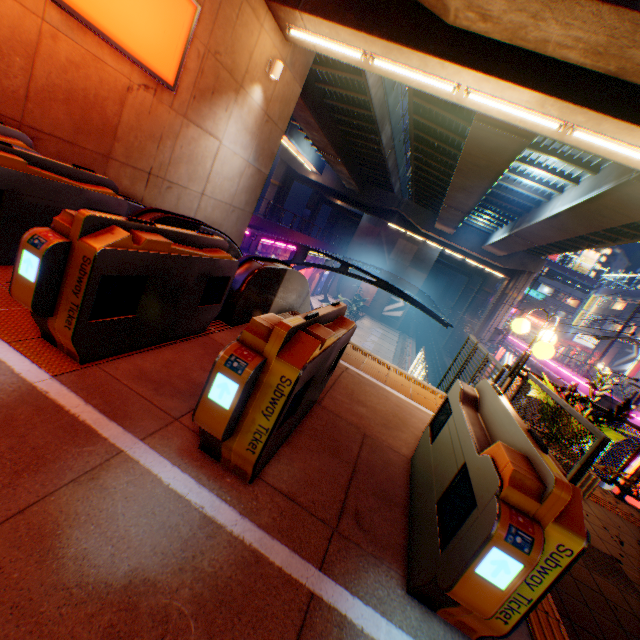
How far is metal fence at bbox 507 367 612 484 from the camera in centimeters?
335cm

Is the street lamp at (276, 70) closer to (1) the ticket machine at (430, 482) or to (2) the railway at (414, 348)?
(1) the ticket machine at (430, 482)

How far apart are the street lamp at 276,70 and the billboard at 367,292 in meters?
39.1

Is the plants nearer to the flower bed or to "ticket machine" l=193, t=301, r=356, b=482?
the flower bed

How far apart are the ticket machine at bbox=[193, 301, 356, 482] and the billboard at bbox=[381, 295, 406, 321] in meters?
44.2 m

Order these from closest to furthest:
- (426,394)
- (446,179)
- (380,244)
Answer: (426,394) < (446,179) < (380,244)

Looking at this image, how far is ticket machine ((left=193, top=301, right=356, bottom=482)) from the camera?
2.0m

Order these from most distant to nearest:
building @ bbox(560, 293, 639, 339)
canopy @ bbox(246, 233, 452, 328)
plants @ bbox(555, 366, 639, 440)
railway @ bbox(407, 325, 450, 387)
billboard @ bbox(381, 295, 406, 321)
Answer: billboard @ bbox(381, 295, 406, 321)
building @ bbox(560, 293, 639, 339)
railway @ bbox(407, 325, 450, 387)
canopy @ bbox(246, 233, 452, 328)
plants @ bbox(555, 366, 639, 440)
